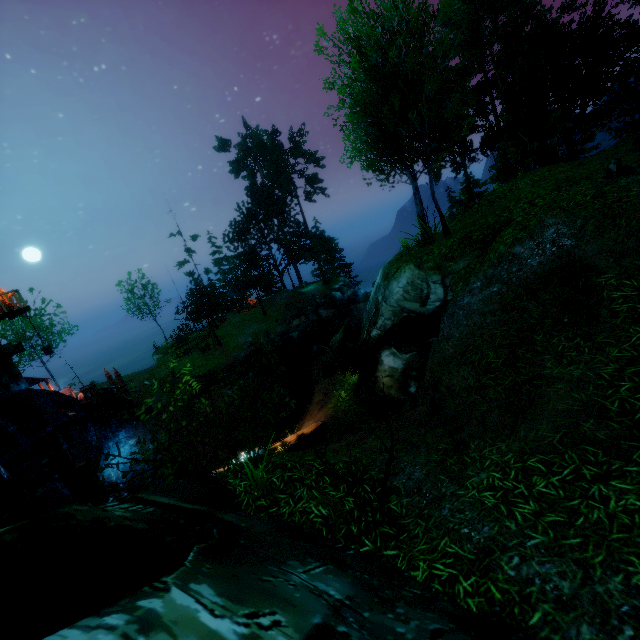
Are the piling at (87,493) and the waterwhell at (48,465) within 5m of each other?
yes

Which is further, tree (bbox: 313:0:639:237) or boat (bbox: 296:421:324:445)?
boat (bbox: 296:421:324:445)

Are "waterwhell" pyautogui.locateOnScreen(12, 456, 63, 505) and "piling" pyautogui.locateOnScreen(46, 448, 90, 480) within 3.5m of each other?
yes

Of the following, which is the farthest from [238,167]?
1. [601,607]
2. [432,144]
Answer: [601,607]

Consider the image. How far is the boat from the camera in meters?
11.0

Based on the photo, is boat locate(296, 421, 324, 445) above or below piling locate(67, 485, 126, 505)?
above

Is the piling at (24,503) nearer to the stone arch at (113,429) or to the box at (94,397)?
the stone arch at (113,429)

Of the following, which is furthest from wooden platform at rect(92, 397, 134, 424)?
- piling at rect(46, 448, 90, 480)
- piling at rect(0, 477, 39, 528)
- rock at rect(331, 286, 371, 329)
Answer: rock at rect(331, 286, 371, 329)
